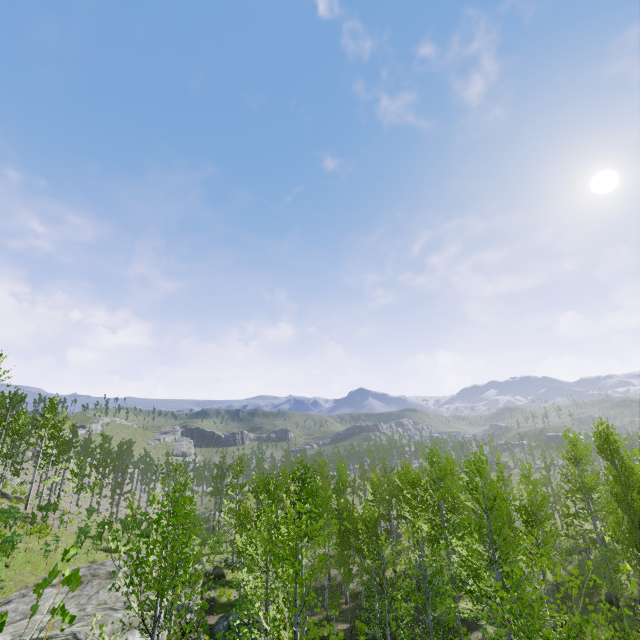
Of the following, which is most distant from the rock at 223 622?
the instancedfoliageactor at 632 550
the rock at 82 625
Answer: the instancedfoliageactor at 632 550

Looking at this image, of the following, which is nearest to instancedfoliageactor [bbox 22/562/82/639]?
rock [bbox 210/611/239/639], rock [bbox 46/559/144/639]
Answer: rock [bbox 46/559/144/639]

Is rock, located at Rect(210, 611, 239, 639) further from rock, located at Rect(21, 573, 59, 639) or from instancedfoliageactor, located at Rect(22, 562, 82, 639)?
instancedfoliageactor, located at Rect(22, 562, 82, 639)

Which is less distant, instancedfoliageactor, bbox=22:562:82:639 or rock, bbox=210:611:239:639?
instancedfoliageactor, bbox=22:562:82:639

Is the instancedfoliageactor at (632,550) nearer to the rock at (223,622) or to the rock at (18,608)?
the rock at (18,608)

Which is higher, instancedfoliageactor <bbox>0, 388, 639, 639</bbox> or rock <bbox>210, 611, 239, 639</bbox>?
instancedfoliageactor <bbox>0, 388, 639, 639</bbox>

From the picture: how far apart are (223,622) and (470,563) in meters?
15.7
